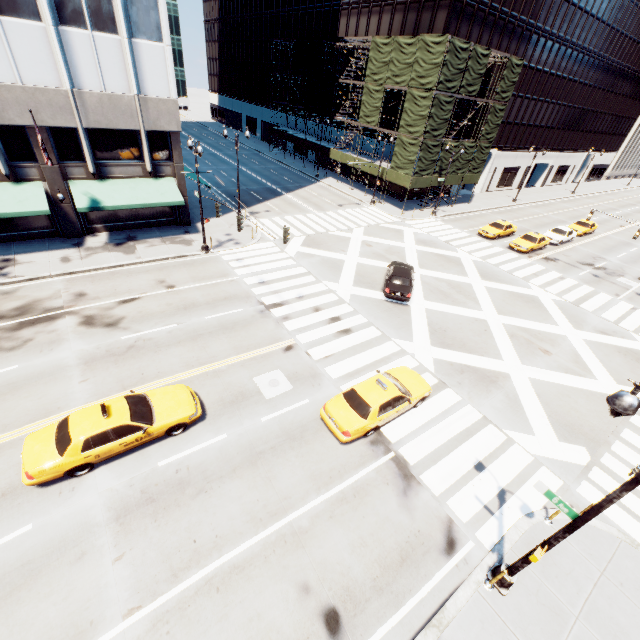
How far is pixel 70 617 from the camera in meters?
7.8

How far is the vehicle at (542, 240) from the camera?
31.4 meters

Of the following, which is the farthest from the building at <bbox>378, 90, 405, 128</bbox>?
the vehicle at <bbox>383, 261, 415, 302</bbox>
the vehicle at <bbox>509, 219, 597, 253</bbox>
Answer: the vehicle at <bbox>383, 261, 415, 302</bbox>

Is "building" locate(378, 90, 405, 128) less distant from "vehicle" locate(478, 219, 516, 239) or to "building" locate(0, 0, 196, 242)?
"vehicle" locate(478, 219, 516, 239)

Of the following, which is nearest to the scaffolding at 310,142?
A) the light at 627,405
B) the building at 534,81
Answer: the building at 534,81

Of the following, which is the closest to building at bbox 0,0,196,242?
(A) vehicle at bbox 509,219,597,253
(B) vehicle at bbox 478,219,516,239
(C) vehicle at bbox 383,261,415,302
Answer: (C) vehicle at bbox 383,261,415,302

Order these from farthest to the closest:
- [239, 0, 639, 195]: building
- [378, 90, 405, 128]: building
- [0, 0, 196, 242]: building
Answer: [378, 90, 405, 128]: building → [239, 0, 639, 195]: building → [0, 0, 196, 242]: building

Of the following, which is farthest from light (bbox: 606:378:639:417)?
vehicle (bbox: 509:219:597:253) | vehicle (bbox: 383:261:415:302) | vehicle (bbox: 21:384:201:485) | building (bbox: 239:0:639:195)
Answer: building (bbox: 239:0:639:195)
